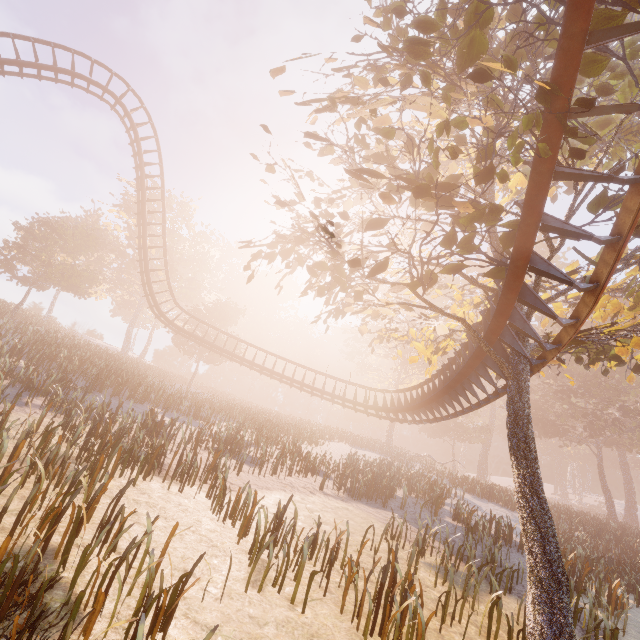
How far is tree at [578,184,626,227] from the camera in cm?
630

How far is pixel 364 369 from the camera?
48.4 meters

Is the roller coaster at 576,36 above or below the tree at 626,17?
below

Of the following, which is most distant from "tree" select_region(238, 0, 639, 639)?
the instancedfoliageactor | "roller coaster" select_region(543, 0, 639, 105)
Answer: the instancedfoliageactor

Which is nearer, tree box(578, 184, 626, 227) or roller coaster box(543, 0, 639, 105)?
roller coaster box(543, 0, 639, 105)

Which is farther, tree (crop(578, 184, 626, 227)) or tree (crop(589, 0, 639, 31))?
tree (crop(578, 184, 626, 227))

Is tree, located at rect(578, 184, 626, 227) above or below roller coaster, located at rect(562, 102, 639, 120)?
above

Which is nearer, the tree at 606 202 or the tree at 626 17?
the tree at 626 17
